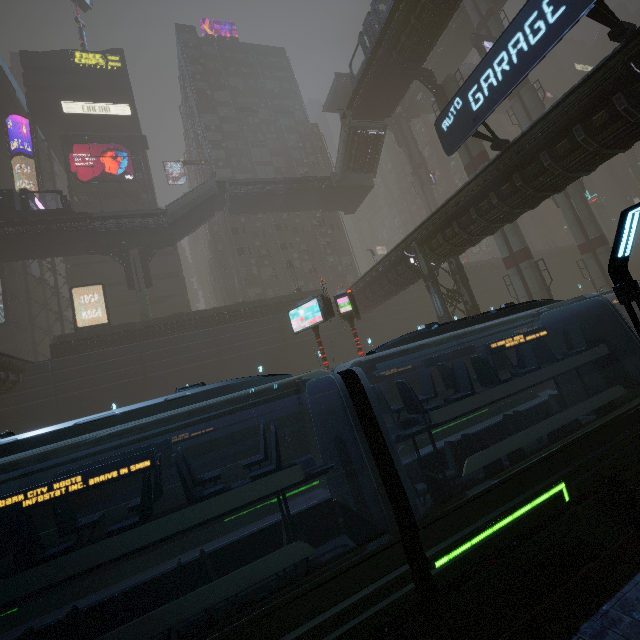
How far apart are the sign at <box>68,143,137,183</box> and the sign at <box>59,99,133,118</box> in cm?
555

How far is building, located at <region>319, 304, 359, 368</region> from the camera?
31.86m

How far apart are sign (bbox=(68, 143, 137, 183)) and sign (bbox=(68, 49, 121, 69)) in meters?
13.5 m

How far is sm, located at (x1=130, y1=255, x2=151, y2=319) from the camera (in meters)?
30.02

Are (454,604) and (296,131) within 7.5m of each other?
no

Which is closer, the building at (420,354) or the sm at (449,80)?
A: the building at (420,354)

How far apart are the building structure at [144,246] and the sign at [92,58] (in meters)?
30.72

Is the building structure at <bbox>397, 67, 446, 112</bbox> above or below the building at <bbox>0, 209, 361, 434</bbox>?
above
